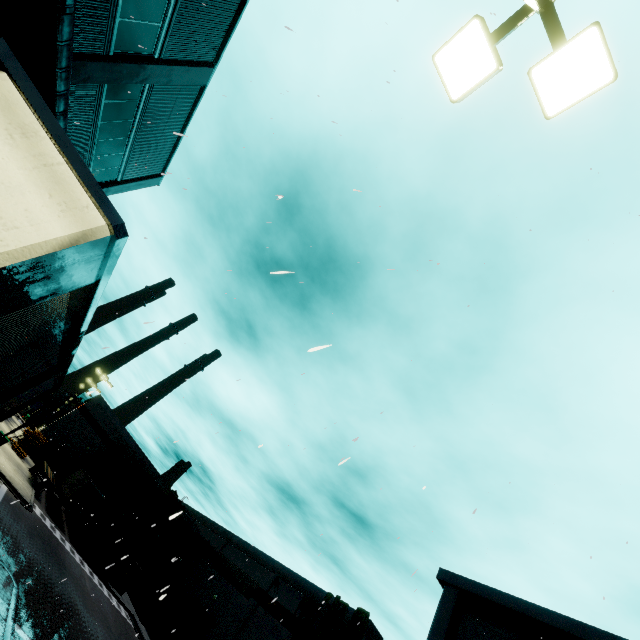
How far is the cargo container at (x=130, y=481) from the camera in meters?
32.8

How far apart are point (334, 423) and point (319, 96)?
8.51m

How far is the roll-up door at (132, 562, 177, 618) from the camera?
35.75m

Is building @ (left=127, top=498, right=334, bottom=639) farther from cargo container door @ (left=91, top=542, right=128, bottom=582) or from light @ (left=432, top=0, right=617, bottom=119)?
cargo container door @ (left=91, top=542, right=128, bottom=582)

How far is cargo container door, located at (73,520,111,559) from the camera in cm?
3161

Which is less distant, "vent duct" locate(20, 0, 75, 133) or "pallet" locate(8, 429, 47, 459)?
"vent duct" locate(20, 0, 75, 133)

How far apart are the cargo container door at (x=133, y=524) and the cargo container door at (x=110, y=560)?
0.57m

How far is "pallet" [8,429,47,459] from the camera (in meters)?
37.00
